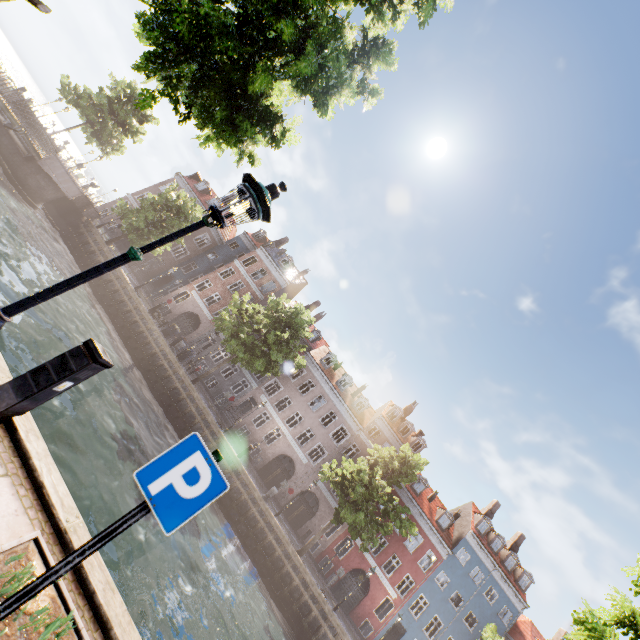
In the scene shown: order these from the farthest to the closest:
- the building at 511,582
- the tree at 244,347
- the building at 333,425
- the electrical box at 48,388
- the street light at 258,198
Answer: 1. the building at 333,425
2. the building at 511,582
3. the tree at 244,347
4. the electrical box at 48,388
5. the street light at 258,198

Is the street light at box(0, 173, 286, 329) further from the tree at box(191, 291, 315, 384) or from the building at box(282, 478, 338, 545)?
the building at box(282, 478, 338, 545)

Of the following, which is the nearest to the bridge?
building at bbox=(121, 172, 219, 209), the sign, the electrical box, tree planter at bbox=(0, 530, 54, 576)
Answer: building at bbox=(121, 172, 219, 209)

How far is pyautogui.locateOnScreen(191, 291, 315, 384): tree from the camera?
23.31m

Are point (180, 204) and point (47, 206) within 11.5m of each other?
yes

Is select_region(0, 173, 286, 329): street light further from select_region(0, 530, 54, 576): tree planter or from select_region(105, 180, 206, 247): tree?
select_region(105, 180, 206, 247): tree

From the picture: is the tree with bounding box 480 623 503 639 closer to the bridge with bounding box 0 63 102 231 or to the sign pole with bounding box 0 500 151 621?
the bridge with bounding box 0 63 102 231

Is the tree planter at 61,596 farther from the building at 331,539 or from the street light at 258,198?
the building at 331,539
